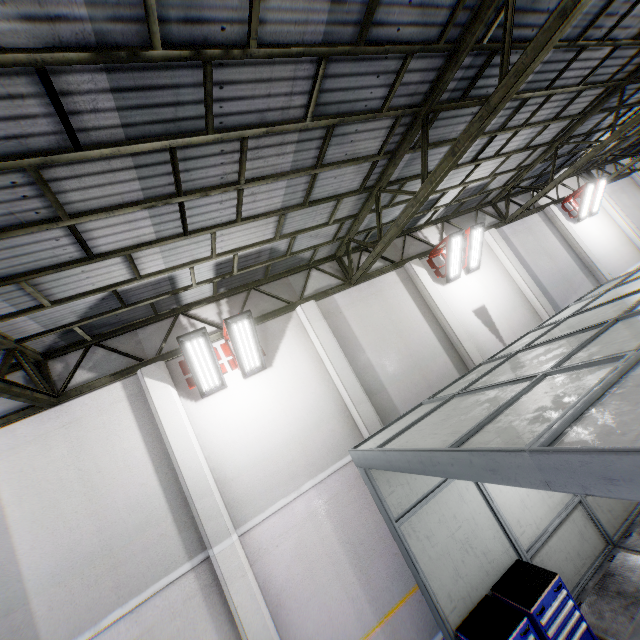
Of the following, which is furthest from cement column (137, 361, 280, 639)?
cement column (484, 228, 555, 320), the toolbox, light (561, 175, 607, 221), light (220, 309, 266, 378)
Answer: light (561, 175, 607, 221)

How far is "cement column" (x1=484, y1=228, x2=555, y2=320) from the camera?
11.2 meters

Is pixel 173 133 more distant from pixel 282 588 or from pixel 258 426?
pixel 282 588

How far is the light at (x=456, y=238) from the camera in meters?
10.0 m

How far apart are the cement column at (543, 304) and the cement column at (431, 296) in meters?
3.4

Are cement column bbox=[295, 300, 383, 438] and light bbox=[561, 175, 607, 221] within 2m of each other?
no

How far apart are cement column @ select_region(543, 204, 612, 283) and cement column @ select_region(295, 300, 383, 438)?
11.45m

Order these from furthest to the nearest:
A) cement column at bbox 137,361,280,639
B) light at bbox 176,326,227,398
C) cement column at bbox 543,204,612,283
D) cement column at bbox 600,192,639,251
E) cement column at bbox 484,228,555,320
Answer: cement column at bbox 600,192,639,251, cement column at bbox 543,204,612,283, cement column at bbox 484,228,555,320, light at bbox 176,326,227,398, cement column at bbox 137,361,280,639
